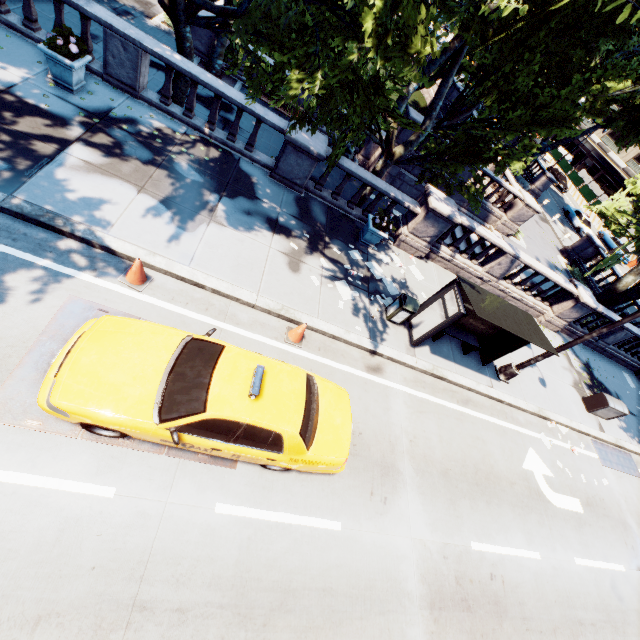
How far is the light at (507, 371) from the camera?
10.8m

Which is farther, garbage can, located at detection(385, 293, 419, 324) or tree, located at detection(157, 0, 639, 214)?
garbage can, located at detection(385, 293, 419, 324)

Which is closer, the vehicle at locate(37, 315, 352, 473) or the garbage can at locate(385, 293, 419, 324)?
the vehicle at locate(37, 315, 352, 473)

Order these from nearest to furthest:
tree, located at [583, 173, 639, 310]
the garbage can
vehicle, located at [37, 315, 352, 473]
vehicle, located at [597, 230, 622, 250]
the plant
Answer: vehicle, located at [37, 315, 352, 473] → the plant → the garbage can → tree, located at [583, 173, 639, 310] → vehicle, located at [597, 230, 622, 250]

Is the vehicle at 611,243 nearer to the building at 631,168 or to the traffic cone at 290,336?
the building at 631,168

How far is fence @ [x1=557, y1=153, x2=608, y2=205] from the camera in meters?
45.5 m

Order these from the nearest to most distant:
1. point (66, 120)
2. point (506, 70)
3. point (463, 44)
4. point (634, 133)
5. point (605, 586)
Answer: point (66, 120), point (605, 586), point (506, 70), point (463, 44), point (634, 133)

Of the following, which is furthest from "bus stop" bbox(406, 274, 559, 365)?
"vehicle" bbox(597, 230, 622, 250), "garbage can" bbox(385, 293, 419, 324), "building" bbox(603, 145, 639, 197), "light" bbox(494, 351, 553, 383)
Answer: "building" bbox(603, 145, 639, 197)
